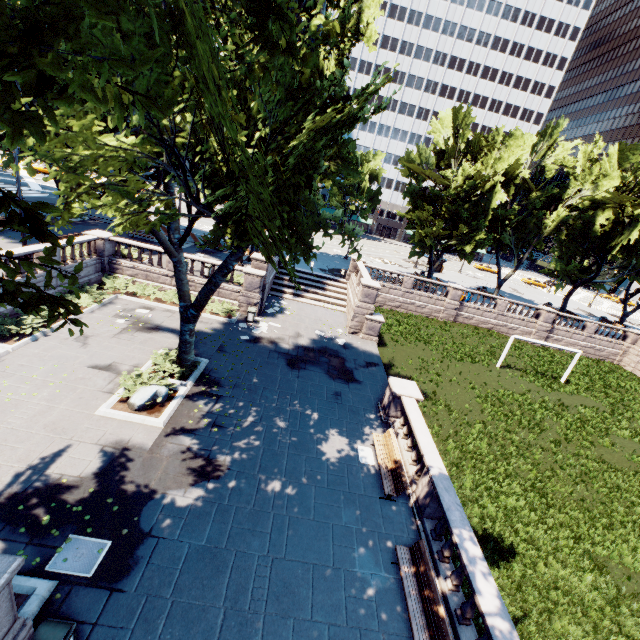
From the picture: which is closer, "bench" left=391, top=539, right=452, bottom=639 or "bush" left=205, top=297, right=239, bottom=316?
"bench" left=391, top=539, right=452, bottom=639

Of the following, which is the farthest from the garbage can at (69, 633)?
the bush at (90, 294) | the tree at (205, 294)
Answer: the bush at (90, 294)

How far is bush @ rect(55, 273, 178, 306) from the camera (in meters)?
18.27

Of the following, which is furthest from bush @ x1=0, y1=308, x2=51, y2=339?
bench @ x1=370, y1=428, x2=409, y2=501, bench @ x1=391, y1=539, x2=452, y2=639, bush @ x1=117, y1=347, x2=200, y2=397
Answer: bench @ x1=391, y1=539, x2=452, y2=639

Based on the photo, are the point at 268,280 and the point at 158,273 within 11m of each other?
yes

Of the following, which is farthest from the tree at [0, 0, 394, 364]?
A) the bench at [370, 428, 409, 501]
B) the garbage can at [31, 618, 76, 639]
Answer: the bench at [370, 428, 409, 501]

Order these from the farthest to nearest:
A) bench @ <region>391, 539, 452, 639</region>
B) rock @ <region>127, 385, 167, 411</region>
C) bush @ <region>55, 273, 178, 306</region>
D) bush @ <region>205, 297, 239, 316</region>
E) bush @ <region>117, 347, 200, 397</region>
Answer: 1. bush @ <region>205, 297, 239, 316</region>
2. bush @ <region>55, 273, 178, 306</region>
3. bush @ <region>117, 347, 200, 397</region>
4. rock @ <region>127, 385, 167, 411</region>
5. bench @ <region>391, 539, 452, 639</region>

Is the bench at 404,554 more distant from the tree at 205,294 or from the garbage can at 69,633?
the tree at 205,294
